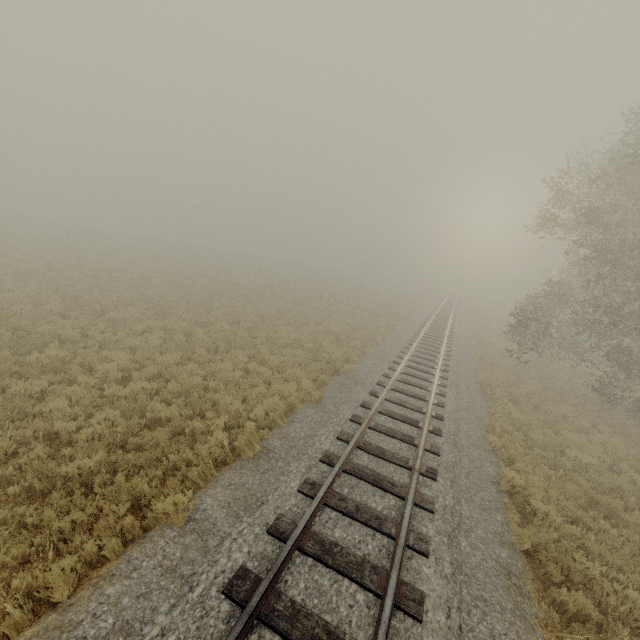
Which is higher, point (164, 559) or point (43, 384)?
point (164, 559)
